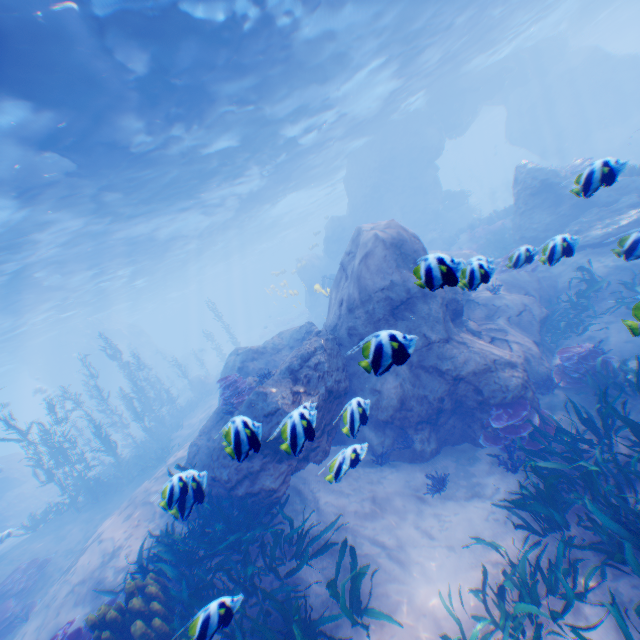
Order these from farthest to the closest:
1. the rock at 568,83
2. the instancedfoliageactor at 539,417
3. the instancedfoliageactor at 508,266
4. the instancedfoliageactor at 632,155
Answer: the rock at 568,83 → the instancedfoliageactor at 508,266 → the instancedfoliageactor at 539,417 → the instancedfoliageactor at 632,155

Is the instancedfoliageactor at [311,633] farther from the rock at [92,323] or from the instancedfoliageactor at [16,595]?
the instancedfoliageactor at [16,595]

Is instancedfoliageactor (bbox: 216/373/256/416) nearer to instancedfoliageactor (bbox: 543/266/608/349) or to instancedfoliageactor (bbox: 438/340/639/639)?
instancedfoliageactor (bbox: 438/340/639/639)

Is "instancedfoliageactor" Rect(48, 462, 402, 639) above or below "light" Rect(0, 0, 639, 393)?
below

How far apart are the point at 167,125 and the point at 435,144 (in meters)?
24.27

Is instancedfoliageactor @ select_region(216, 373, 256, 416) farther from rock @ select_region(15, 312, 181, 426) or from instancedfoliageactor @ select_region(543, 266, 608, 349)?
instancedfoliageactor @ select_region(543, 266, 608, 349)

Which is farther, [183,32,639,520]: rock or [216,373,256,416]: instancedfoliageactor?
[216,373,256,416]: instancedfoliageactor

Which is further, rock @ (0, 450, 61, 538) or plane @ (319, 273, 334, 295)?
rock @ (0, 450, 61, 538)
